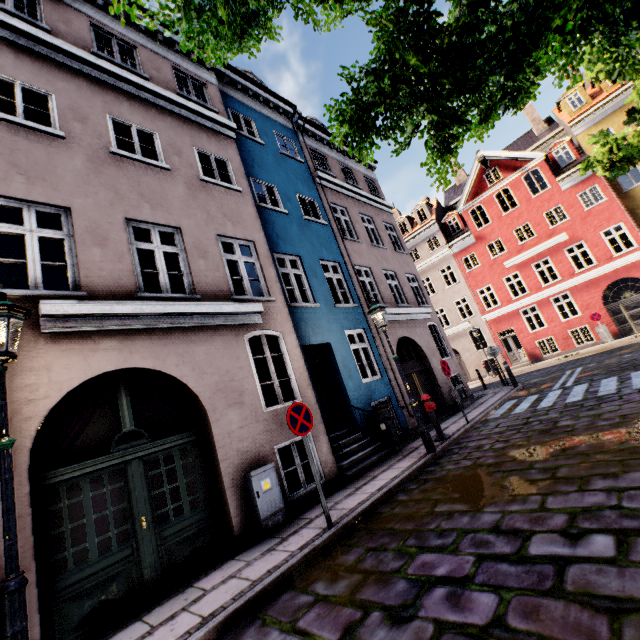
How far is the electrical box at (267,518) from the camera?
5.6 meters

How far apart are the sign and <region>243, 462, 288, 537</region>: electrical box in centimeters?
136cm

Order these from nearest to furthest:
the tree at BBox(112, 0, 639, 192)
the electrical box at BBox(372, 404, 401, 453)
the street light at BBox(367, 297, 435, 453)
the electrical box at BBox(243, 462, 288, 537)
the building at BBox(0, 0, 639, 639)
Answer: Result: the tree at BBox(112, 0, 639, 192) < the building at BBox(0, 0, 639, 639) < the electrical box at BBox(243, 462, 288, 537) < the street light at BBox(367, 297, 435, 453) < the electrical box at BBox(372, 404, 401, 453)

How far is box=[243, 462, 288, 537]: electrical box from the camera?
5.6 meters

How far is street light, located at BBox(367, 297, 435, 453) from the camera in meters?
7.5 m

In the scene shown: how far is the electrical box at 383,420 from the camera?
8.7m

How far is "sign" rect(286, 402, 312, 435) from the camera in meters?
5.2

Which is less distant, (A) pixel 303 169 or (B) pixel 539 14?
(B) pixel 539 14
